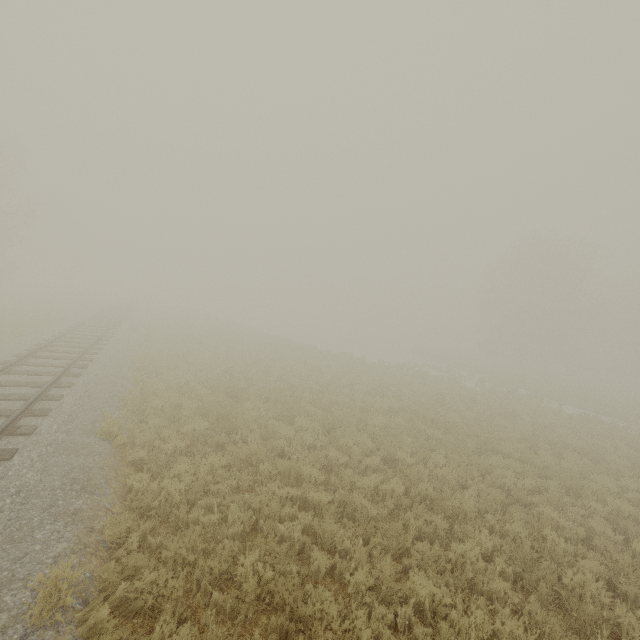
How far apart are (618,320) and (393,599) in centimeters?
5769cm
